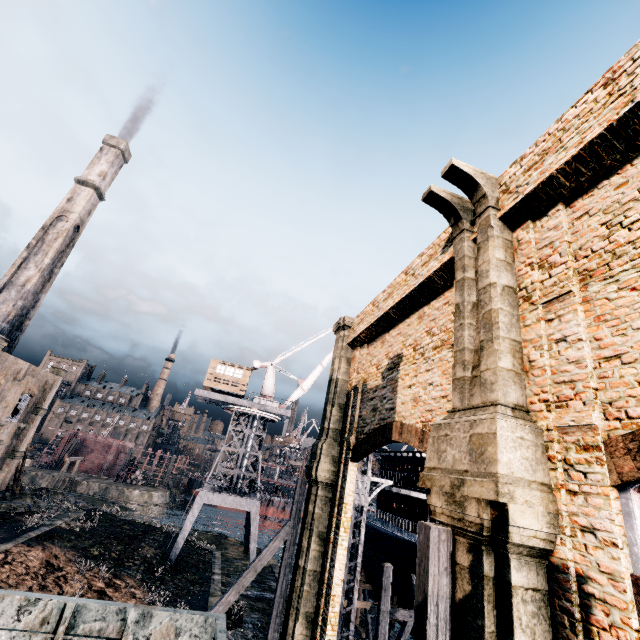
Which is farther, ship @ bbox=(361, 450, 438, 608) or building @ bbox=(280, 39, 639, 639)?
ship @ bbox=(361, 450, 438, 608)

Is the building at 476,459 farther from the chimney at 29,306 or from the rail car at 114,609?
the rail car at 114,609

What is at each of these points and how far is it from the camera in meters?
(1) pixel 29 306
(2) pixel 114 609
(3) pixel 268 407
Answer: (1) chimney, 35.4 m
(2) rail car, 6.7 m
(3) crane, 35.2 m

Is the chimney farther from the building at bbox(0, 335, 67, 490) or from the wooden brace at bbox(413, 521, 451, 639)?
the building at bbox(0, 335, 67, 490)

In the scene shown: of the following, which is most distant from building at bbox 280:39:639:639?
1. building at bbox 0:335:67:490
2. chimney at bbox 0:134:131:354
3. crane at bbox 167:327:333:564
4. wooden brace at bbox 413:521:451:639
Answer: building at bbox 0:335:67:490

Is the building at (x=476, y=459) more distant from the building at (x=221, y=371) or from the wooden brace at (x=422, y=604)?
the building at (x=221, y=371)

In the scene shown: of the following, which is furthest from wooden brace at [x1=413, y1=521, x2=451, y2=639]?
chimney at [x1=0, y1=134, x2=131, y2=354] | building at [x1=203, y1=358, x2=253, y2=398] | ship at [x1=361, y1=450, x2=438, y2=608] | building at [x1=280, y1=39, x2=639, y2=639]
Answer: chimney at [x1=0, y1=134, x2=131, y2=354]

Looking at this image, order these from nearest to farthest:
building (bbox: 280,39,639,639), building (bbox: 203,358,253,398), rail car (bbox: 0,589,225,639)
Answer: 1. building (bbox: 280,39,639,639)
2. rail car (bbox: 0,589,225,639)
3. building (bbox: 203,358,253,398)
